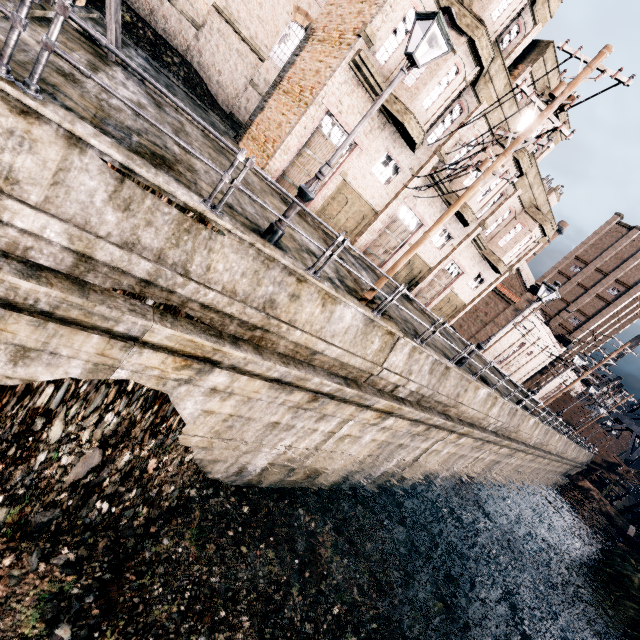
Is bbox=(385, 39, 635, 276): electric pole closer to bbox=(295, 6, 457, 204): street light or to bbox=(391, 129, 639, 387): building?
bbox=(295, 6, 457, 204): street light

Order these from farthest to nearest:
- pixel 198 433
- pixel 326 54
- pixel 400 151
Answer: pixel 400 151 → pixel 326 54 → pixel 198 433

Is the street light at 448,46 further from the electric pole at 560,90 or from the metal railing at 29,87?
the electric pole at 560,90

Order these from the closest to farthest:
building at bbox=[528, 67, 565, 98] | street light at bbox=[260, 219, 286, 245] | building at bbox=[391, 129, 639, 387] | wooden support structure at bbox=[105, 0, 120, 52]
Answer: street light at bbox=[260, 219, 286, 245] → wooden support structure at bbox=[105, 0, 120, 52] → building at bbox=[528, 67, 565, 98] → building at bbox=[391, 129, 639, 387]

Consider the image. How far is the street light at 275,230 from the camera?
7.73m

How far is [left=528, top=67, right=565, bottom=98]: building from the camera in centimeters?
1852cm

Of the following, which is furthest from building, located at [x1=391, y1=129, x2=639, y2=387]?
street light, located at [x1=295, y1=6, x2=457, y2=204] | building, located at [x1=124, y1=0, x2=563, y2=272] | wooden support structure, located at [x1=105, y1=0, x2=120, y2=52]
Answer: street light, located at [x1=295, y1=6, x2=457, y2=204]
